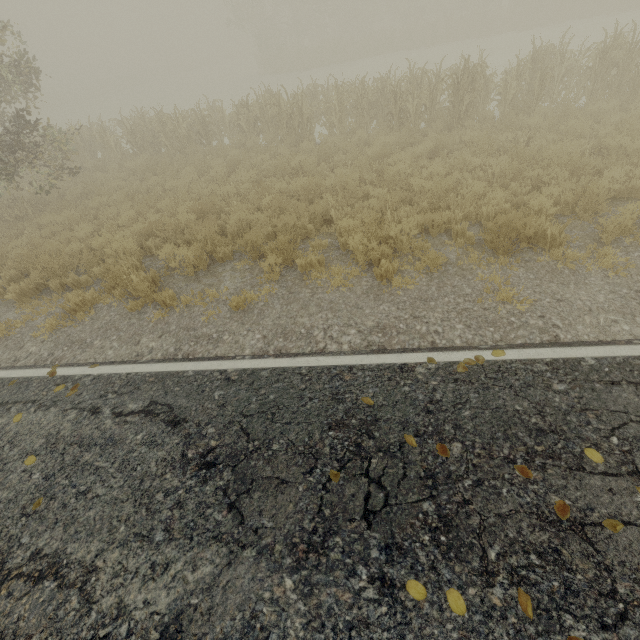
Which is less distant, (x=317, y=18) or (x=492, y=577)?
(x=492, y=577)

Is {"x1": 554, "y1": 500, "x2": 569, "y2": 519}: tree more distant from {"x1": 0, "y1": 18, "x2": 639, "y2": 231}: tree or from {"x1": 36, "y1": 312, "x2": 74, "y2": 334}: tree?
{"x1": 0, "y1": 18, "x2": 639, "y2": 231}: tree

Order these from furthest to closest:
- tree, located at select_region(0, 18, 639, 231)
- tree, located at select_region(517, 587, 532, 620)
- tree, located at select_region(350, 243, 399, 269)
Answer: tree, located at select_region(0, 18, 639, 231) → tree, located at select_region(350, 243, 399, 269) → tree, located at select_region(517, 587, 532, 620)

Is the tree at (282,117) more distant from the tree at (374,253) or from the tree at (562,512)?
the tree at (562,512)

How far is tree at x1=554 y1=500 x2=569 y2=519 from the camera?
2.6 meters

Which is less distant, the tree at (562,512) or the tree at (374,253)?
the tree at (562,512)

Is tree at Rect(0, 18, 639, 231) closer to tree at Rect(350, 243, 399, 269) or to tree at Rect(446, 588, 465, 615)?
tree at Rect(350, 243, 399, 269)

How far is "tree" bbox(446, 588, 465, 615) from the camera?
2.3 meters
